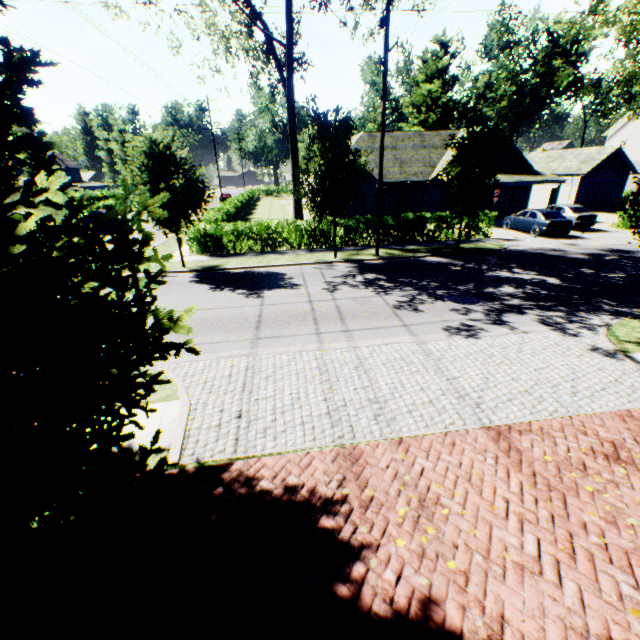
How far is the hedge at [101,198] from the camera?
38.9m

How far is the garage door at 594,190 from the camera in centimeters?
3112cm

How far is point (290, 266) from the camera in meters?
16.7 m

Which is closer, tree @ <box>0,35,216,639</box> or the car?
tree @ <box>0,35,216,639</box>

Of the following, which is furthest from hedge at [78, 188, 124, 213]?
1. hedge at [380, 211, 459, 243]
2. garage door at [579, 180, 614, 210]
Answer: garage door at [579, 180, 614, 210]

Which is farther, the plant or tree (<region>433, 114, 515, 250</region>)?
the plant

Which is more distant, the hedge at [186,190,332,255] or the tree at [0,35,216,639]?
the hedge at [186,190,332,255]

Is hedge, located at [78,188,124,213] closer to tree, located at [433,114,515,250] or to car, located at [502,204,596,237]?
tree, located at [433,114,515,250]
